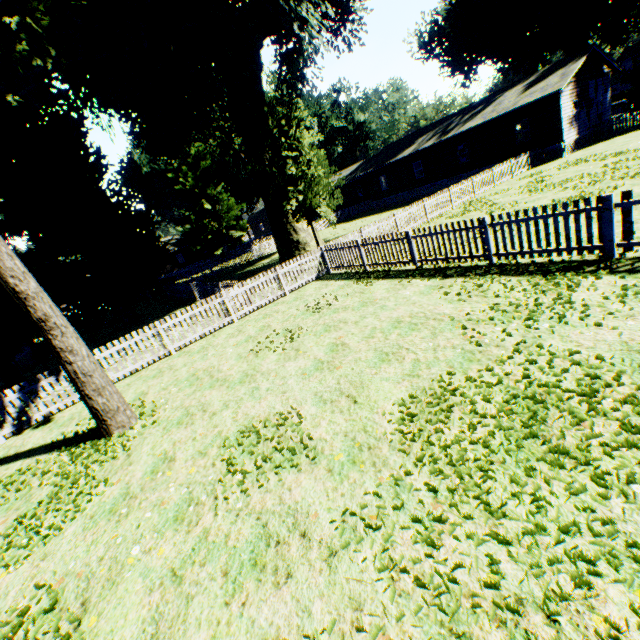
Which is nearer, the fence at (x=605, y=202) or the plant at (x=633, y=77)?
the fence at (x=605, y=202)

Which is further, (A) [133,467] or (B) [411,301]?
(B) [411,301]

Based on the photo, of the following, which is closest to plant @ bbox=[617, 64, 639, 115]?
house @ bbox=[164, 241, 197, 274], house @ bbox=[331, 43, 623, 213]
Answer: house @ bbox=[331, 43, 623, 213]

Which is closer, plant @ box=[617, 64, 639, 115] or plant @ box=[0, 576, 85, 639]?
plant @ box=[0, 576, 85, 639]

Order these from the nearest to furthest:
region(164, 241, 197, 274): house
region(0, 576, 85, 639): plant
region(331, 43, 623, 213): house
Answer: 1. region(0, 576, 85, 639): plant
2. region(331, 43, 623, 213): house
3. region(164, 241, 197, 274): house

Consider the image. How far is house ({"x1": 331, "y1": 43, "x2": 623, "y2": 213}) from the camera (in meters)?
23.42

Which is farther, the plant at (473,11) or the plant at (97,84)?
the plant at (473,11)
